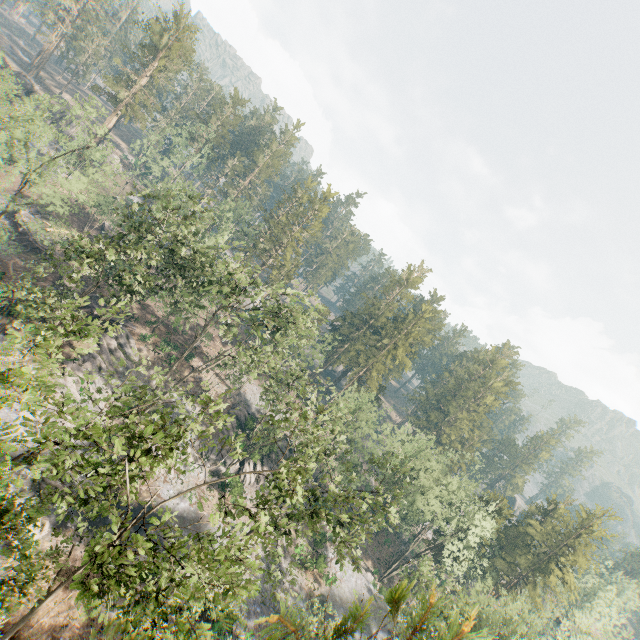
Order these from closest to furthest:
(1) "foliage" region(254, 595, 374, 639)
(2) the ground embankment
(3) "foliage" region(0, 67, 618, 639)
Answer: (1) "foliage" region(254, 595, 374, 639), (3) "foliage" region(0, 67, 618, 639), (2) the ground embankment

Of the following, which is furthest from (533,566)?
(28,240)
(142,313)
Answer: (28,240)

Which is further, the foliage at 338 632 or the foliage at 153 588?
the foliage at 153 588

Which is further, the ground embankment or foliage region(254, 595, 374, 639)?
the ground embankment

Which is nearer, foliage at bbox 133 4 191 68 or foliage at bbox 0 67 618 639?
foliage at bbox 0 67 618 639

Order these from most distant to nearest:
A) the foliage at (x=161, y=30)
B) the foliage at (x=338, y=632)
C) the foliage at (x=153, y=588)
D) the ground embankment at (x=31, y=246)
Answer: the foliage at (x=161, y=30) → the ground embankment at (x=31, y=246) → the foliage at (x=153, y=588) → the foliage at (x=338, y=632)
